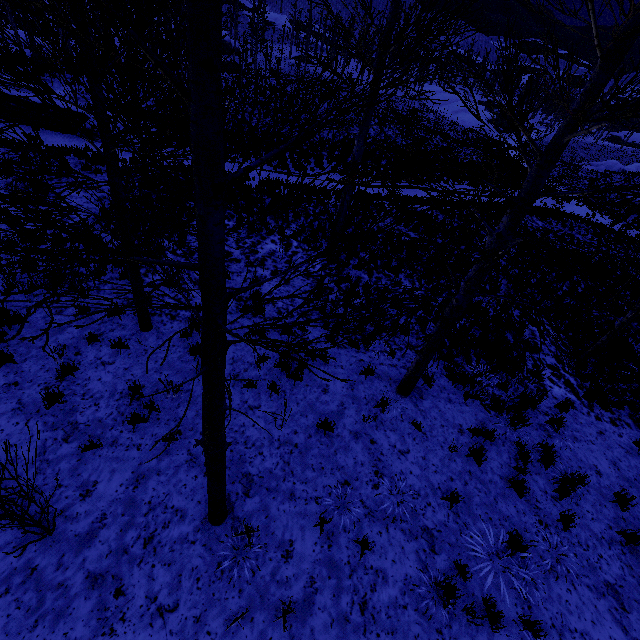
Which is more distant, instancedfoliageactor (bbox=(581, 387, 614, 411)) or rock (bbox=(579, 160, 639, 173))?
rock (bbox=(579, 160, 639, 173))

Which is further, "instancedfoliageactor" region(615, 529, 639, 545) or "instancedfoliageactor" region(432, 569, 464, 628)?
"instancedfoliageactor" region(615, 529, 639, 545)

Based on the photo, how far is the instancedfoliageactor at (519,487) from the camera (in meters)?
5.82

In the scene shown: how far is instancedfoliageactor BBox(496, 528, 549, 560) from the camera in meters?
5.0

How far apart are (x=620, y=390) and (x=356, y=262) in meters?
8.5

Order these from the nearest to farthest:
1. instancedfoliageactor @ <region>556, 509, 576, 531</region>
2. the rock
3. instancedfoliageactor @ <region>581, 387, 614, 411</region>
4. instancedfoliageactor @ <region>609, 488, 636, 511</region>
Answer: instancedfoliageactor @ <region>556, 509, 576, 531</region>, instancedfoliageactor @ <region>609, 488, 636, 511</region>, instancedfoliageactor @ <region>581, 387, 614, 411</region>, the rock
